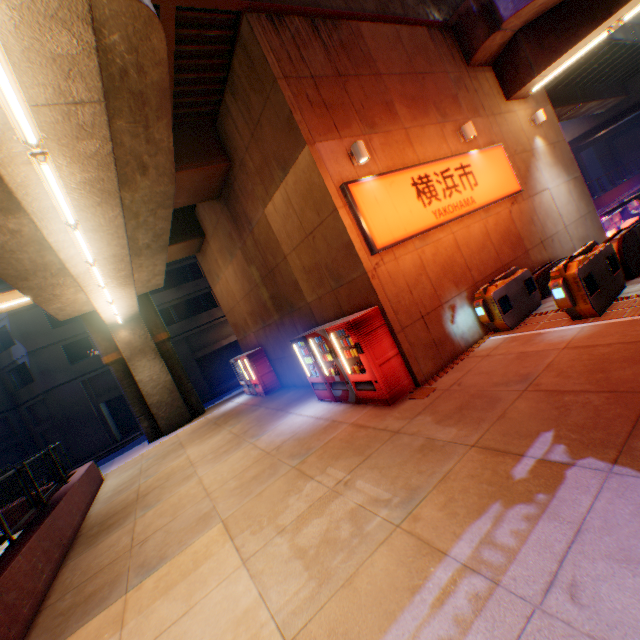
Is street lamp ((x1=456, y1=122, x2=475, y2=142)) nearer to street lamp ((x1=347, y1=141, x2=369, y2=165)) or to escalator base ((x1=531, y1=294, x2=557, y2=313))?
street lamp ((x1=347, y1=141, x2=369, y2=165))

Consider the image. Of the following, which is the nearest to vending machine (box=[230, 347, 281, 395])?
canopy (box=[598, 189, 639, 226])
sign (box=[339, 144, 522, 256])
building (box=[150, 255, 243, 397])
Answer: sign (box=[339, 144, 522, 256])

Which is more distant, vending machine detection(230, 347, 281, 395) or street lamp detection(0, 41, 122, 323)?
vending machine detection(230, 347, 281, 395)

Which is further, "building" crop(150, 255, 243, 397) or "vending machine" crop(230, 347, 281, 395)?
"building" crop(150, 255, 243, 397)

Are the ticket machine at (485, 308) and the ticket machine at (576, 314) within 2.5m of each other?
yes

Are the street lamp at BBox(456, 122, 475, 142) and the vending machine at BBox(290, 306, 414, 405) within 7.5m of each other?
yes

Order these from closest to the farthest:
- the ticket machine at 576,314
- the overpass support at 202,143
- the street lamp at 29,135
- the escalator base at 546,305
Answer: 1. the street lamp at 29,135
2. the overpass support at 202,143
3. the ticket machine at 576,314
4. the escalator base at 546,305

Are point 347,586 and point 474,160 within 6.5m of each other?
no
